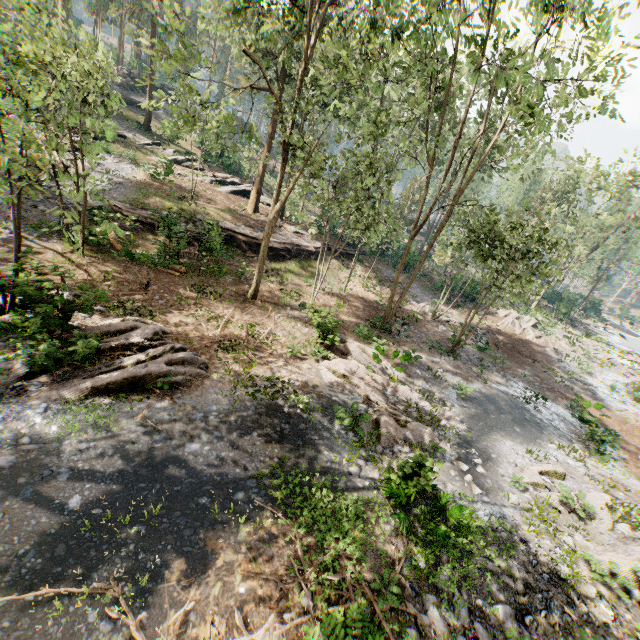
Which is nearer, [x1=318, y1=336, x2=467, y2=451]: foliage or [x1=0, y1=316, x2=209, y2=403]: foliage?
[x1=0, y1=316, x2=209, y2=403]: foliage

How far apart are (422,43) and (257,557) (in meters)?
21.71

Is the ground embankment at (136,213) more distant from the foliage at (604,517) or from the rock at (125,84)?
the rock at (125,84)

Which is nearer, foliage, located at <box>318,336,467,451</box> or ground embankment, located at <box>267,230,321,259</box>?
foliage, located at <box>318,336,467,451</box>

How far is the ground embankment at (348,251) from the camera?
31.2 meters

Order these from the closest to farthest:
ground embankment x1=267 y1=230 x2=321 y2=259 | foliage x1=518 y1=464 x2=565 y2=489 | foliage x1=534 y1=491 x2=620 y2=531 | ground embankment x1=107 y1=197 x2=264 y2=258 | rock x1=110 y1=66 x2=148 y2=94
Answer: foliage x1=534 y1=491 x2=620 y2=531, foliage x1=518 y1=464 x2=565 y2=489, ground embankment x1=107 y1=197 x2=264 y2=258, ground embankment x1=267 y1=230 x2=321 y2=259, rock x1=110 y1=66 x2=148 y2=94

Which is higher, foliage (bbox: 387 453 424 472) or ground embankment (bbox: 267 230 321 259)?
foliage (bbox: 387 453 424 472)

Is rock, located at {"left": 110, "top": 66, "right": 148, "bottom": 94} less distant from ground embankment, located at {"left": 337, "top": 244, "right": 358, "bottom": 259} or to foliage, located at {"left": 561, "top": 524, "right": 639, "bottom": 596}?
foliage, located at {"left": 561, "top": 524, "right": 639, "bottom": 596}
